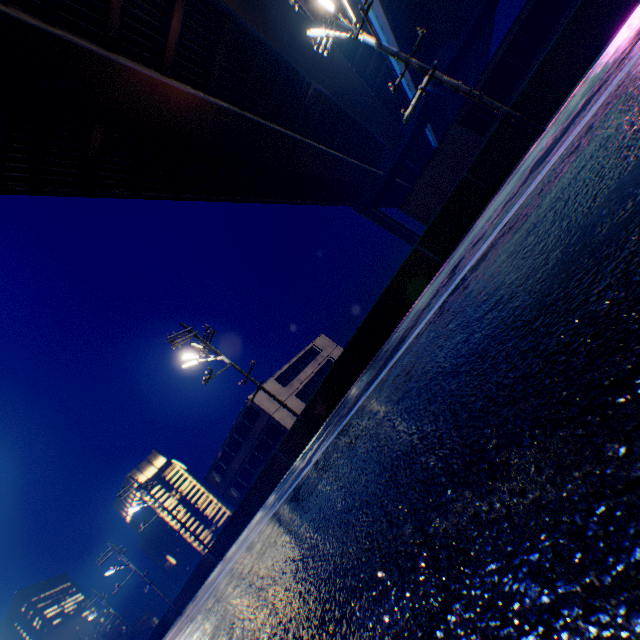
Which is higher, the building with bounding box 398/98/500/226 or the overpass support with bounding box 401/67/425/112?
the overpass support with bounding box 401/67/425/112

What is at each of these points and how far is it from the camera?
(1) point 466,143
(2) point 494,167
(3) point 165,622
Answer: (1) building, 19.53m
(2) overpass support, 10.76m
(3) overpass support, 32.91m

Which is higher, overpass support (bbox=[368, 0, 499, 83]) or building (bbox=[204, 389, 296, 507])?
overpass support (bbox=[368, 0, 499, 83])

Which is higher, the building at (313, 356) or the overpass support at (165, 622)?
the building at (313, 356)

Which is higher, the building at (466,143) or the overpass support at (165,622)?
the building at (466,143)

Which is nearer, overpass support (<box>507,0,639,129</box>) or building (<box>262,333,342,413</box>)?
overpass support (<box>507,0,639,129</box>)

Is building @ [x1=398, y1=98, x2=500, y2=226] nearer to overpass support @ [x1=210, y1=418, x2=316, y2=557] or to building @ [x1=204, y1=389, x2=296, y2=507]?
building @ [x1=204, y1=389, x2=296, y2=507]
